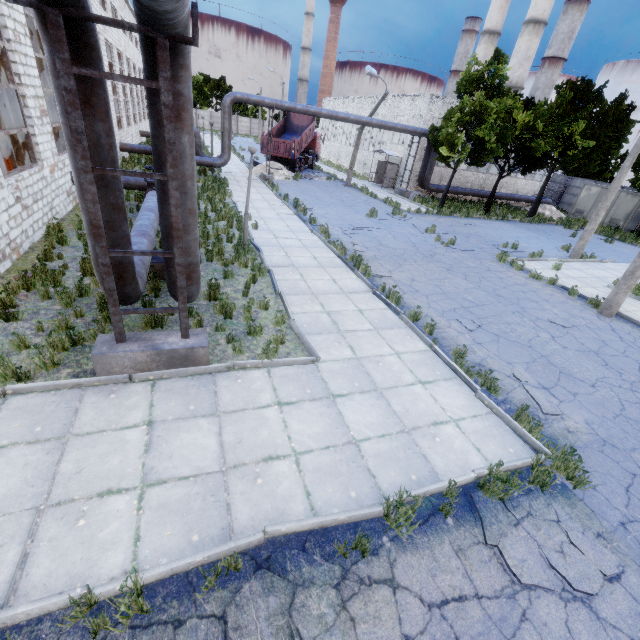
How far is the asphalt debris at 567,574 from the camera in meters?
3.8

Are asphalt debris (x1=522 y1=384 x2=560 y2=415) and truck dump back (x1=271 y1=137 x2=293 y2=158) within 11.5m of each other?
no

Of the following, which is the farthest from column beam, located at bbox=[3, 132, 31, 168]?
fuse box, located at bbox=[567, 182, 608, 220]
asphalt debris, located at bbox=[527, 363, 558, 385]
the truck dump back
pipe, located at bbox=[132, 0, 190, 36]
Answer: fuse box, located at bbox=[567, 182, 608, 220]

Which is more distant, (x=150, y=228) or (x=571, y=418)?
(x=150, y=228)

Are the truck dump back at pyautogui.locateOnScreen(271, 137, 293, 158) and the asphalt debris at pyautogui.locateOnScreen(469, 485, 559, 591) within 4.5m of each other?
no

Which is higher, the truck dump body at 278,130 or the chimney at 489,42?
the chimney at 489,42

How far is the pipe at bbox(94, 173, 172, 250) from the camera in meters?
4.5 m

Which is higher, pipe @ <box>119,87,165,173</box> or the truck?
pipe @ <box>119,87,165,173</box>
